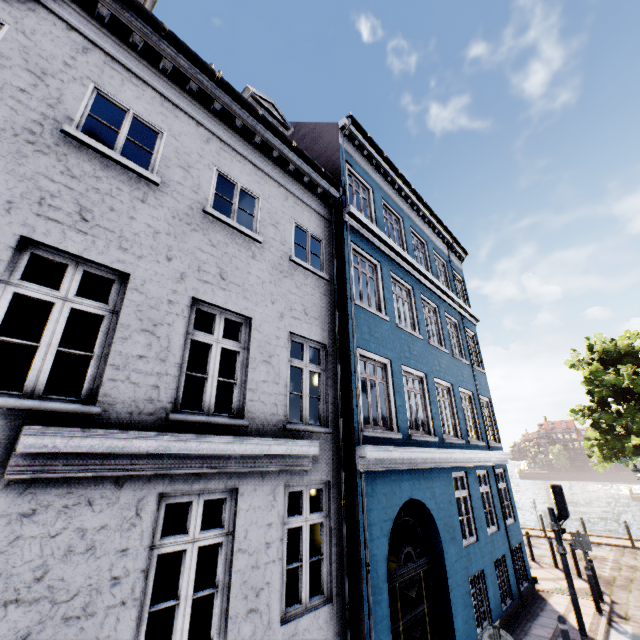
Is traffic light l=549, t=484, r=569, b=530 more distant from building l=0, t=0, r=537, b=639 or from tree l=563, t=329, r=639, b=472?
tree l=563, t=329, r=639, b=472

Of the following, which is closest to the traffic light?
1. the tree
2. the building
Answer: the building

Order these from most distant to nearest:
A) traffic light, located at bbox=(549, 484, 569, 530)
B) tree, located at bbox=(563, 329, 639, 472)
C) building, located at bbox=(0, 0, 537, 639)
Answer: tree, located at bbox=(563, 329, 639, 472) < traffic light, located at bbox=(549, 484, 569, 530) < building, located at bbox=(0, 0, 537, 639)

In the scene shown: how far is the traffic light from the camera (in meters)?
8.22

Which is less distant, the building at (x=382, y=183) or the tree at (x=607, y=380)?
the building at (x=382, y=183)

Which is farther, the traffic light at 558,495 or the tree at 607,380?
the tree at 607,380

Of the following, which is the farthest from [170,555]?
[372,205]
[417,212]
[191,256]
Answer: [417,212]
